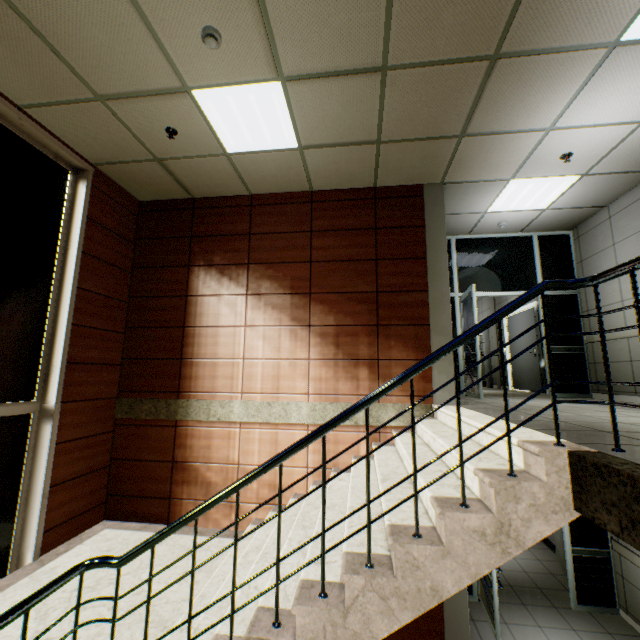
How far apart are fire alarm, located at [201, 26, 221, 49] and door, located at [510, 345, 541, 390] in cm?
827

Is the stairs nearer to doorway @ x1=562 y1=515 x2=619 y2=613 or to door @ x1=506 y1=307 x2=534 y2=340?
doorway @ x1=562 y1=515 x2=619 y2=613

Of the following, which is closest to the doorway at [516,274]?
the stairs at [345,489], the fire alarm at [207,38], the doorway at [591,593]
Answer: the doorway at [591,593]

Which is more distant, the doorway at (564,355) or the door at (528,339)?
the door at (528,339)

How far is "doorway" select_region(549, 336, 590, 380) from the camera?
6.03m

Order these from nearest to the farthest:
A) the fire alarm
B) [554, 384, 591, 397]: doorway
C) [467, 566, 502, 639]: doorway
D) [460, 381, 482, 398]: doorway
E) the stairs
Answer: the stairs → the fire alarm → [467, 566, 502, 639]: doorway → [460, 381, 482, 398]: doorway → [554, 384, 591, 397]: doorway

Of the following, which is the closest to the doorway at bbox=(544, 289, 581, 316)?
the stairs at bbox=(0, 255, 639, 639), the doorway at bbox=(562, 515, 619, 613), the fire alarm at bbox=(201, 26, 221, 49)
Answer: the doorway at bbox=(562, 515, 619, 613)

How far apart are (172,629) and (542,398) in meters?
6.2
